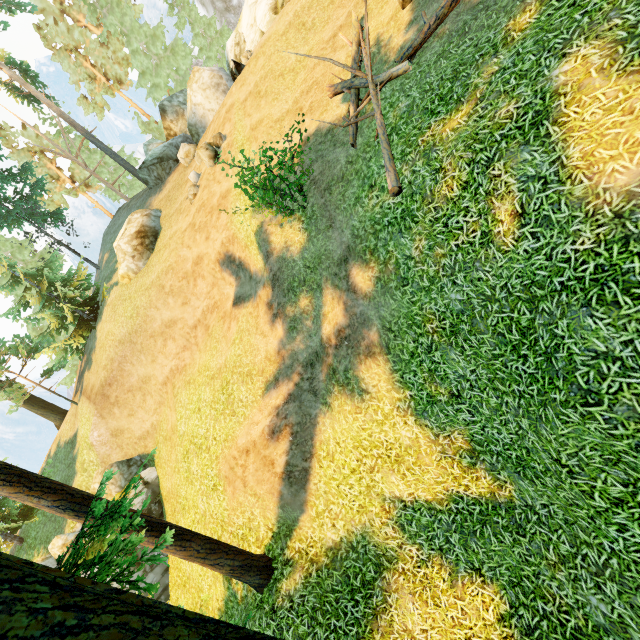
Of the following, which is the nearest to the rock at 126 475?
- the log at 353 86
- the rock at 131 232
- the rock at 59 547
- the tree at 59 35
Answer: the rock at 59 547

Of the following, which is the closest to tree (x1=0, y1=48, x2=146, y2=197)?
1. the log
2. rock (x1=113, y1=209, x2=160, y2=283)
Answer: the log

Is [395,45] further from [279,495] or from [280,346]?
[279,495]

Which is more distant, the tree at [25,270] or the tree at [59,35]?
the tree at [59,35]

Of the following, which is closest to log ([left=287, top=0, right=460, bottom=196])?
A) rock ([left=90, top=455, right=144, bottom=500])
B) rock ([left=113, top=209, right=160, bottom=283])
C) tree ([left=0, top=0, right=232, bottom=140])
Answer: tree ([left=0, top=0, right=232, bottom=140])

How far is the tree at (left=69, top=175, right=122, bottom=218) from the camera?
34.0m

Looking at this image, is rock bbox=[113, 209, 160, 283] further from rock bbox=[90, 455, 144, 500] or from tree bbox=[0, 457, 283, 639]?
rock bbox=[90, 455, 144, 500]

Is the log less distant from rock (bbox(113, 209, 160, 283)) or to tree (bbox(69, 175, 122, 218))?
tree (bbox(69, 175, 122, 218))
